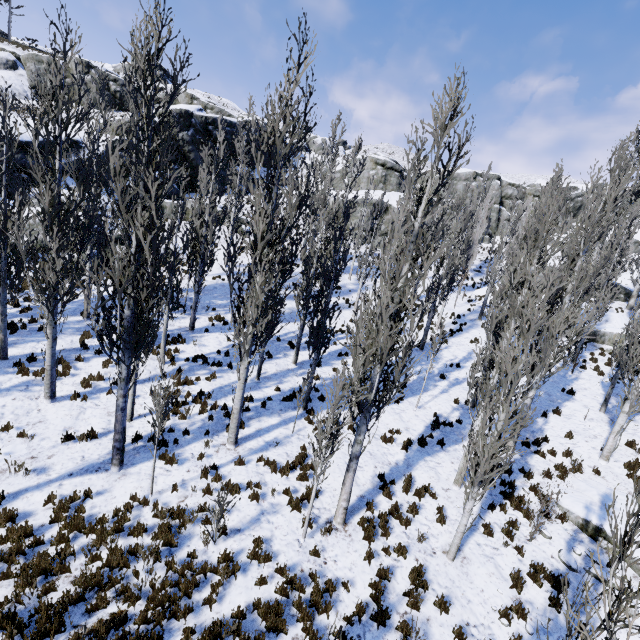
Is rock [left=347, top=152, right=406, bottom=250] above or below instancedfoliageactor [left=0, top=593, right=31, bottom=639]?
above

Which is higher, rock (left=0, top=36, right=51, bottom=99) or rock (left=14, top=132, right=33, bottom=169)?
rock (left=0, top=36, right=51, bottom=99)

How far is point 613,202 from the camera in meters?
21.0 m

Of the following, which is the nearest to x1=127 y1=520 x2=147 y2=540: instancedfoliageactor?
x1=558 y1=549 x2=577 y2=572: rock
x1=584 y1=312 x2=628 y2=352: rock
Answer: x1=584 y1=312 x2=628 y2=352: rock

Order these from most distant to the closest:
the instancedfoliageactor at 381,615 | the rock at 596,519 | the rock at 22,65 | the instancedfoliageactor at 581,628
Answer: the rock at 22,65 < the rock at 596,519 < the instancedfoliageactor at 381,615 < the instancedfoliageactor at 581,628

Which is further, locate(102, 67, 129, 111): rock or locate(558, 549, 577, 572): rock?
locate(102, 67, 129, 111): rock

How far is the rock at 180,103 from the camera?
31.2 meters

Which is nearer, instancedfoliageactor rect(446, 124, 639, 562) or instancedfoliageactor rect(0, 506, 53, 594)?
instancedfoliageactor rect(0, 506, 53, 594)
